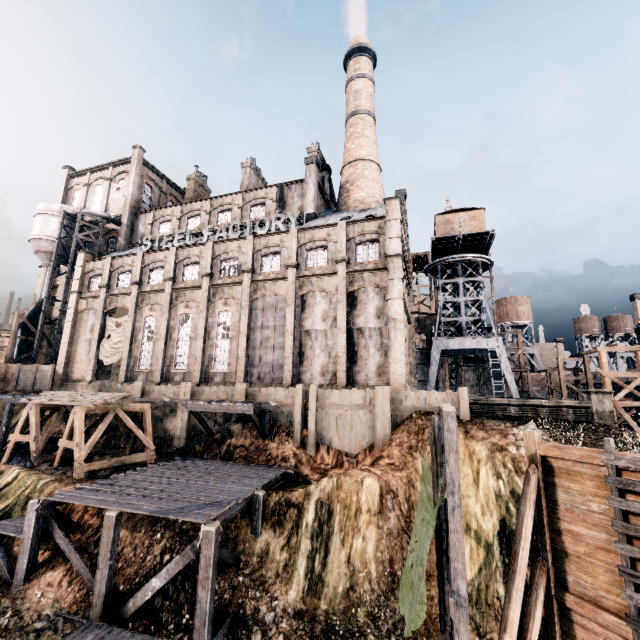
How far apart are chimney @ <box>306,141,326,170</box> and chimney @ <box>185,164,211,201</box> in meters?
16.8

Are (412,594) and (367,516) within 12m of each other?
yes

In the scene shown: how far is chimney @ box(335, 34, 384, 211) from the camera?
35.2m

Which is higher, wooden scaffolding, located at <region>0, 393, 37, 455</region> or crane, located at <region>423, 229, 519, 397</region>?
crane, located at <region>423, 229, 519, 397</region>

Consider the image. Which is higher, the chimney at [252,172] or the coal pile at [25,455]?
the chimney at [252,172]

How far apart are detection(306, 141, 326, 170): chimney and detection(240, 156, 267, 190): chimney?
7.6m

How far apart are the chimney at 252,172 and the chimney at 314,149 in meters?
7.6

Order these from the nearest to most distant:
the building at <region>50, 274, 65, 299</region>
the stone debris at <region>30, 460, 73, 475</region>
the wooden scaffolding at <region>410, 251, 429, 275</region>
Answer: the stone debris at <region>30, 460, 73, 475</region> → the building at <region>50, 274, 65, 299</region> → the wooden scaffolding at <region>410, 251, 429, 275</region>
